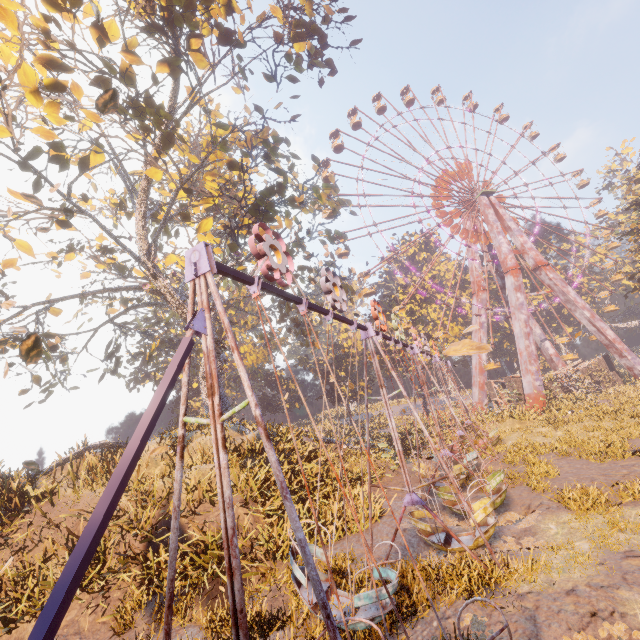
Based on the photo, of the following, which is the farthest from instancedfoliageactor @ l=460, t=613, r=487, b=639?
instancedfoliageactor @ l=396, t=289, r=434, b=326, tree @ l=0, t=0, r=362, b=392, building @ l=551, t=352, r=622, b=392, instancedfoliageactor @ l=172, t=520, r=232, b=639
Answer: building @ l=551, t=352, r=622, b=392

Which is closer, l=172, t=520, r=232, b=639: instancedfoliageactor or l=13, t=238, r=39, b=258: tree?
l=172, t=520, r=232, b=639: instancedfoliageactor

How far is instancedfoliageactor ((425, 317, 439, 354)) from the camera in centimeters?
4256cm

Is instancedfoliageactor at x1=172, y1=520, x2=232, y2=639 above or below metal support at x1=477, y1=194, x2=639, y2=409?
below

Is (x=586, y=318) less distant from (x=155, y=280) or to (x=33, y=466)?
(x=155, y=280)

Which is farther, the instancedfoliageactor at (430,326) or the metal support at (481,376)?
the instancedfoliageactor at (430,326)

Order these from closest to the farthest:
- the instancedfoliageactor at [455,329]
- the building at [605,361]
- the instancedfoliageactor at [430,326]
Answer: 1. the building at [605,361]
2. the instancedfoliageactor at [430,326]
3. the instancedfoliageactor at [455,329]

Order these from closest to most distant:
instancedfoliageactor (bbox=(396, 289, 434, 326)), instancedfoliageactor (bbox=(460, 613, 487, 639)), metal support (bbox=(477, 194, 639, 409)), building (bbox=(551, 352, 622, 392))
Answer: instancedfoliageactor (bbox=(460, 613, 487, 639)) → metal support (bbox=(477, 194, 639, 409)) → building (bbox=(551, 352, 622, 392)) → instancedfoliageactor (bbox=(396, 289, 434, 326))
